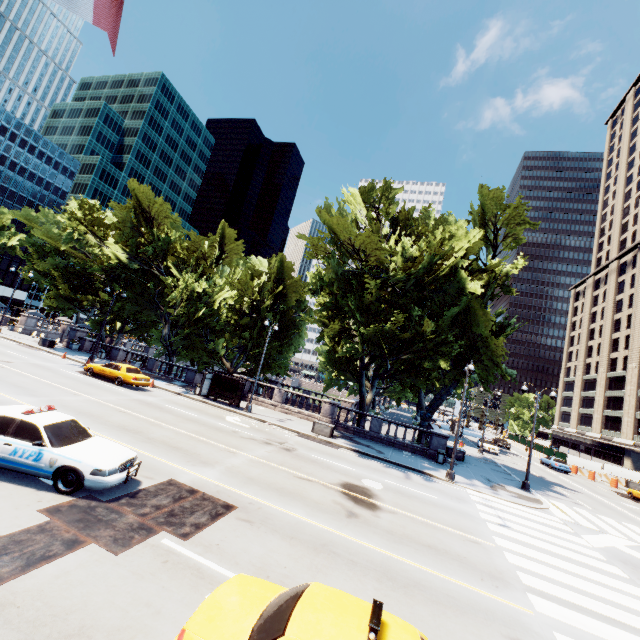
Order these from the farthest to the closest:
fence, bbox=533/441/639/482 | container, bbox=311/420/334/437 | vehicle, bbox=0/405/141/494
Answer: fence, bbox=533/441/639/482 < container, bbox=311/420/334/437 < vehicle, bbox=0/405/141/494

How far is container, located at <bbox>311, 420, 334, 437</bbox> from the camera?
23.2m

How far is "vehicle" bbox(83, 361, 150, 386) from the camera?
23.4m

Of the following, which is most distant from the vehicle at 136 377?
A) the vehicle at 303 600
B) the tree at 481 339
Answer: the vehicle at 303 600

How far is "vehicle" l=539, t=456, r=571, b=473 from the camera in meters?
38.7

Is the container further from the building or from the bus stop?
the building

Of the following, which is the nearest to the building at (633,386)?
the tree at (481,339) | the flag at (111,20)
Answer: the tree at (481,339)

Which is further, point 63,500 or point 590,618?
point 590,618
